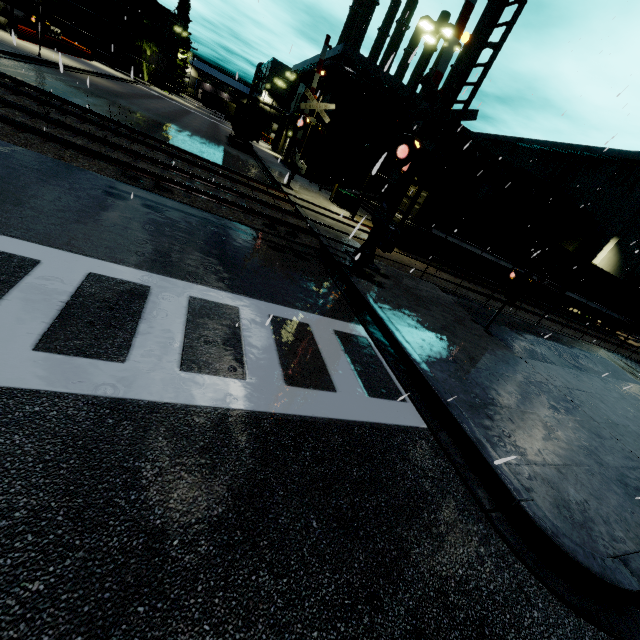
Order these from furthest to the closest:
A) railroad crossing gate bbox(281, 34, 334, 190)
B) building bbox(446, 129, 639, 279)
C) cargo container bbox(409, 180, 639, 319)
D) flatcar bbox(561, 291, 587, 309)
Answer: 1. building bbox(446, 129, 639, 279)
2. flatcar bbox(561, 291, 587, 309)
3. cargo container bbox(409, 180, 639, 319)
4. railroad crossing gate bbox(281, 34, 334, 190)

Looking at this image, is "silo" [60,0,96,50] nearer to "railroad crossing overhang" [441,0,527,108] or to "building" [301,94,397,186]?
"building" [301,94,397,186]

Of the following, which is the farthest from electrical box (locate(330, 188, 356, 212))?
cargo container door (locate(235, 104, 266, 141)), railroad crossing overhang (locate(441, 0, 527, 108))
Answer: cargo container door (locate(235, 104, 266, 141))

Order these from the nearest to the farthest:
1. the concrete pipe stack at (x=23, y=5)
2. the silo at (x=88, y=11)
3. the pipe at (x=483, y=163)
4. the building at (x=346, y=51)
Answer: the building at (x=346, y=51) < the concrete pipe stack at (x=23, y=5) < the pipe at (x=483, y=163) < the silo at (x=88, y=11)

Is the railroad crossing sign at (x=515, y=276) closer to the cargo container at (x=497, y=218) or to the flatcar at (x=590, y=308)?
the cargo container at (x=497, y=218)

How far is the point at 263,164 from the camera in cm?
2575

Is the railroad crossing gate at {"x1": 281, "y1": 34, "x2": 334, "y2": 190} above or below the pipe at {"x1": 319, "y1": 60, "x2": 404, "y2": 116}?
below

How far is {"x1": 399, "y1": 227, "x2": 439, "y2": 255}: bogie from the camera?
18.2 meters
